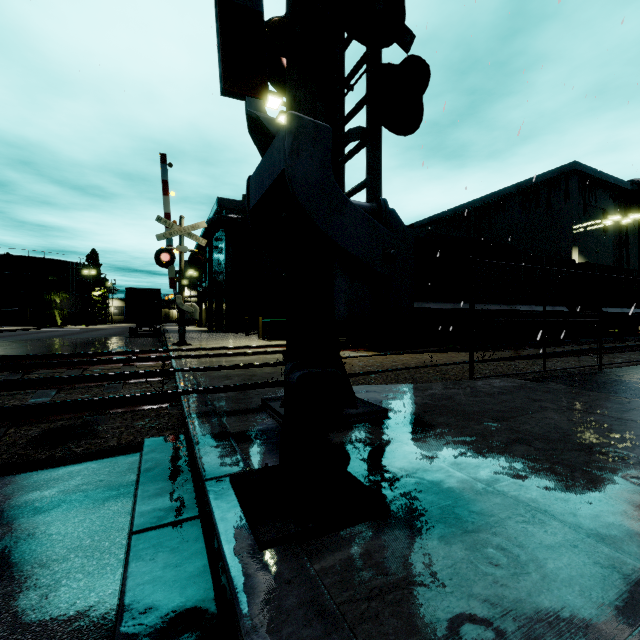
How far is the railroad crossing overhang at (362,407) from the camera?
3.2 meters

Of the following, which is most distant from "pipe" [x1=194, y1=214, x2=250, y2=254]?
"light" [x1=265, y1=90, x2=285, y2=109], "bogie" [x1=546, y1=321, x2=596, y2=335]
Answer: "light" [x1=265, y1=90, x2=285, y2=109]

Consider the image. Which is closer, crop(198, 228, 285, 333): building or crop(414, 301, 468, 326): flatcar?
crop(414, 301, 468, 326): flatcar

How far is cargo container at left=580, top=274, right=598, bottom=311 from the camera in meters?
16.9 m

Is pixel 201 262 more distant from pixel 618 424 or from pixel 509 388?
pixel 618 424

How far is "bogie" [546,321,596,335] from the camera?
15.7m

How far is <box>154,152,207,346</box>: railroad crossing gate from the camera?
12.4 meters

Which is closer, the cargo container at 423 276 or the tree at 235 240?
the cargo container at 423 276
